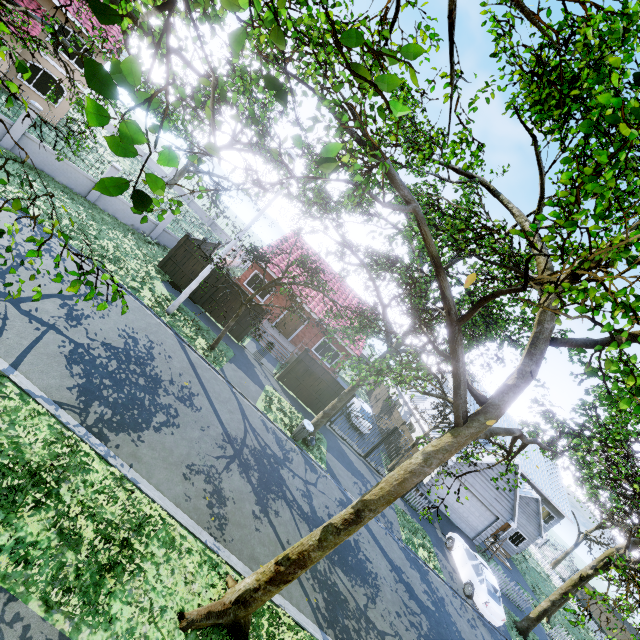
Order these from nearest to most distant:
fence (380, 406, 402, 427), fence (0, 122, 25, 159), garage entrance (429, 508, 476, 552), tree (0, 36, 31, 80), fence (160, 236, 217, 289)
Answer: tree (0, 36, 31, 80) < fence (0, 122, 25, 159) < fence (160, 236, 217, 289) < garage entrance (429, 508, 476, 552) < fence (380, 406, 402, 427)

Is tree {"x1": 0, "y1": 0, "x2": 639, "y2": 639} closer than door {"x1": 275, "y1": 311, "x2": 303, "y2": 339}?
Yes

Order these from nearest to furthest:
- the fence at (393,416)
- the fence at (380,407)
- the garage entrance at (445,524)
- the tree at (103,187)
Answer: the tree at (103,187)
the garage entrance at (445,524)
the fence at (393,416)
the fence at (380,407)

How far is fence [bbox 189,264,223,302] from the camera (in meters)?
17.80

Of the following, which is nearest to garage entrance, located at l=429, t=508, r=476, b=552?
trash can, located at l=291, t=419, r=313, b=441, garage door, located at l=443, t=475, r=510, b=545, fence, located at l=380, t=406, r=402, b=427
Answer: garage door, located at l=443, t=475, r=510, b=545

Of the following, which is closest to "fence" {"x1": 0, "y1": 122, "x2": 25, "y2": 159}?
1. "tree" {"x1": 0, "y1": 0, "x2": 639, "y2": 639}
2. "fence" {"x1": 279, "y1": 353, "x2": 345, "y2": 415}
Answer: "tree" {"x1": 0, "y1": 0, "x2": 639, "y2": 639}

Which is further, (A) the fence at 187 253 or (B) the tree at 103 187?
(A) the fence at 187 253

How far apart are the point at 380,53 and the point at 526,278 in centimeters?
392cm
